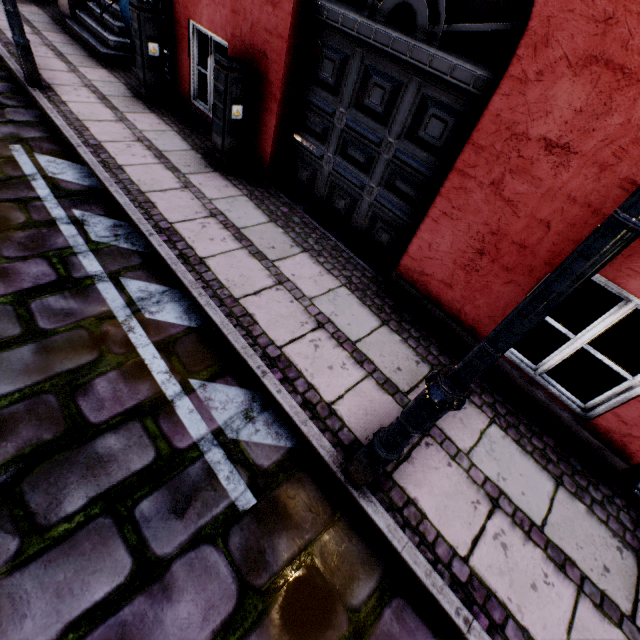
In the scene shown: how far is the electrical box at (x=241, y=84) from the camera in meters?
3.9

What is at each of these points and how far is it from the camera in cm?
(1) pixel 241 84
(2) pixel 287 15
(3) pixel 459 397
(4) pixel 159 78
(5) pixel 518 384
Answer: (1) electrical box, 410
(2) building, 354
(3) street light, 136
(4) electrical box, 551
(5) building, 314

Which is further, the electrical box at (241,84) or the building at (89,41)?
the building at (89,41)

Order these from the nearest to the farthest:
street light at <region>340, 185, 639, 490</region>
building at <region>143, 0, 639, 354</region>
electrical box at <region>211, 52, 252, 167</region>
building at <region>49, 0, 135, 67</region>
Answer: street light at <region>340, 185, 639, 490</region>
building at <region>143, 0, 639, 354</region>
electrical box at <region>211, 52, 252, 167</region>
building at <region>49, 0, 135, 67</region>

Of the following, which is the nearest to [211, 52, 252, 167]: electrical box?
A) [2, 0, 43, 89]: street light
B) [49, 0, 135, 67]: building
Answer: [49, 0, 135, 67]: building

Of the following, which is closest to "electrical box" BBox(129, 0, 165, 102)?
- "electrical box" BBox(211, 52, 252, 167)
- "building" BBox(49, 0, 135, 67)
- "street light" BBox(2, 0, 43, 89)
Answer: "building" BBox(49, 0, 135, 67)
